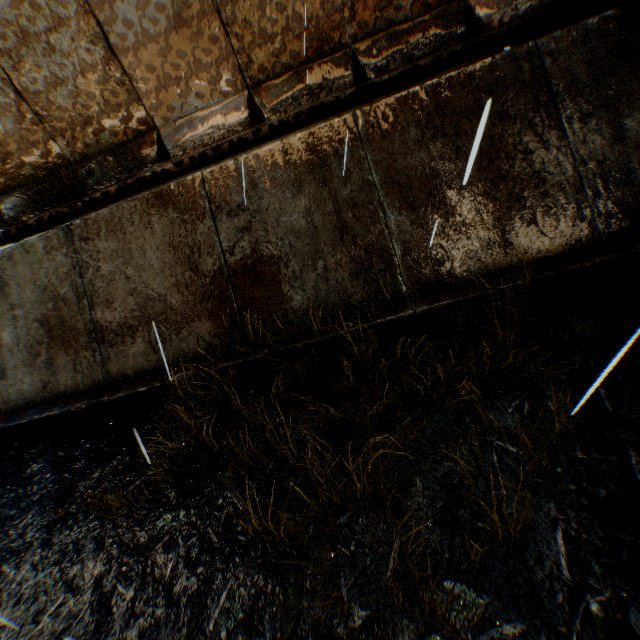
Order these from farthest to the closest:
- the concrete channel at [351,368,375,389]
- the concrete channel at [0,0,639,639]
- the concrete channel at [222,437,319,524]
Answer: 1. the concrete channel at [351,368,375,389]
2. the concrete channel at [222,437,319,524]
3. the concrete channel at [0,0,639,639]

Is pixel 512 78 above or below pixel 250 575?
above

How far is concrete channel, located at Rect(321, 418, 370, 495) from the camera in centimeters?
295cm

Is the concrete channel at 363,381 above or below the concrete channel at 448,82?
above

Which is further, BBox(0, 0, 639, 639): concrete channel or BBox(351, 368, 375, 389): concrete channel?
BBox(351, 368, 375, 389): concrete channel

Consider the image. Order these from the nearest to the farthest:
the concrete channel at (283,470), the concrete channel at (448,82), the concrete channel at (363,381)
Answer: the concrete channel at (448,82) < the concrete channel at (283,470) < the concrete channel at (363,381)
